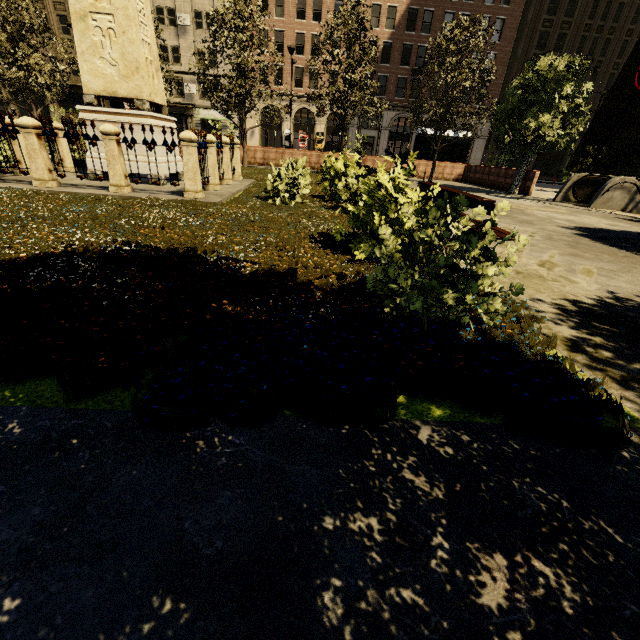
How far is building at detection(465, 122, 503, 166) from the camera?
40.2 meters

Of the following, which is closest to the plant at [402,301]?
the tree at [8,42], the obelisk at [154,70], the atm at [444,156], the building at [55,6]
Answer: the tree at [8,42]

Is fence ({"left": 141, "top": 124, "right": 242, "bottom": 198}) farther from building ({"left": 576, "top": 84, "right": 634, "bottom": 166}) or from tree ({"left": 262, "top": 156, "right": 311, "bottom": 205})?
building ({"left": 576, "top": 84, "right": 634, "bottom": 166})

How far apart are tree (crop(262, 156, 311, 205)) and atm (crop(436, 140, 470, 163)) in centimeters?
2033cm

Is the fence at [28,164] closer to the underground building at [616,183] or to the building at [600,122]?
the underground building at [616,183]

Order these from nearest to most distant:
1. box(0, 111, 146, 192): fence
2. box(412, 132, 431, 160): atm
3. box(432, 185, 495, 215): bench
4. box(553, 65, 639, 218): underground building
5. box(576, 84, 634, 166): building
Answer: box(432, 185, 495, 215): bench, box(0, 111, 146, 192): fence, box(553, 65, 639, 218): underground building, box(412, 132, 431, 160): atm, box(576, 84, 634, 166): building

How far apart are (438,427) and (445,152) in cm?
2683

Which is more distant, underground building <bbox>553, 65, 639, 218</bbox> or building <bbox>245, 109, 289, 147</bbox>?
building <bbox>245, 109, 289, 147</bbox>
